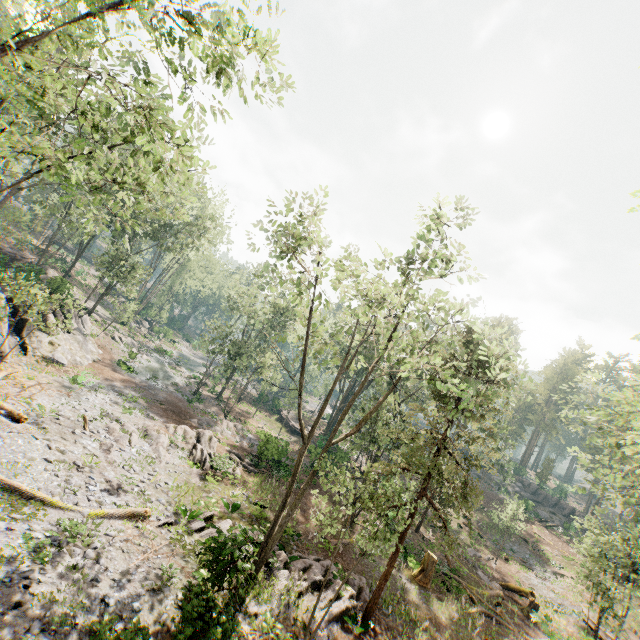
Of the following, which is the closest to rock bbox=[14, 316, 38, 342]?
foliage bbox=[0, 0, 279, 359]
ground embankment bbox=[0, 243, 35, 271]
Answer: foliage bbox=[0, 0, 279, 359]

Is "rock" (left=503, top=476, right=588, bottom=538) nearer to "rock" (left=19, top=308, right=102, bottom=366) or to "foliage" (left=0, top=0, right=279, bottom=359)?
"foliage" (left=0, top=0, right=279, bottom=359)

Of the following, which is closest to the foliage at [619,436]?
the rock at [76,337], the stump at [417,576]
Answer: the rock at [76,337]

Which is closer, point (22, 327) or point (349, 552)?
point (349, 552)

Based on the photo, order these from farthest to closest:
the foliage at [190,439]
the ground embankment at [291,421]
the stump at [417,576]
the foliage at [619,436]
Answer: the ground embankment at [291,421] → the stump at [417,576] → the foliage at [619,436] → the foliage at [190,439]

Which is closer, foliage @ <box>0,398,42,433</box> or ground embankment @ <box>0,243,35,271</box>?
foliage @ <box>0,398,42,433</box>

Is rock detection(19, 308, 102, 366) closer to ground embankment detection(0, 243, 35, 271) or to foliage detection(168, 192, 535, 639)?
foliage detection(168, 192, 535, 639)

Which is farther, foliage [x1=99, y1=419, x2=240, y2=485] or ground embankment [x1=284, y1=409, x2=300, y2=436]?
ground embankment [x1=284, y1=409, x2=300, y2=436]
